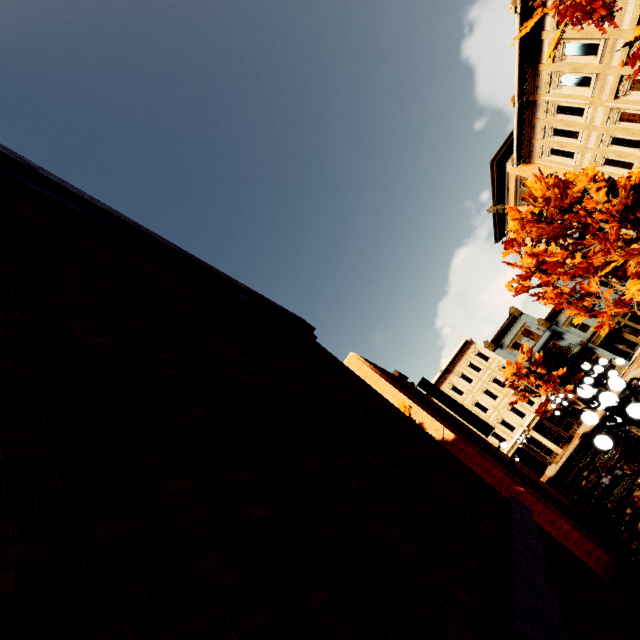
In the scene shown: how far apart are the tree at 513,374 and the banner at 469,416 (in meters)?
14.90

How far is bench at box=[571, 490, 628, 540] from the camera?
10.6m

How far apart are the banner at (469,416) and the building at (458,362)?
18.05m

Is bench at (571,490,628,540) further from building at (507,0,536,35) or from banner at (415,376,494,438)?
building at (507,0,536,35)

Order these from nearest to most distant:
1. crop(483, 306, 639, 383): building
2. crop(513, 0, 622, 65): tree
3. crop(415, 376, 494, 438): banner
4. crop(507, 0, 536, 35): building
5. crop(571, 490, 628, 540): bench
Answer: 1. crop(513, 0, 622, 65): tree
2. crop(571, 490, 628, 540): bench
3. crop(507, 0, 536, 35): building
4. crop(415, 376, 494, 438): banner
5. crop(483, 306, 639, 383): building

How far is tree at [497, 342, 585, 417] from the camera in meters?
30.5 m

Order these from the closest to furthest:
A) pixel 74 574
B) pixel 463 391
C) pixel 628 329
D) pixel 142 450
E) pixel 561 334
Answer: pixel 74 574, pixel 142 450, pixel 628 329, pixel 561 334, pixel 463 391

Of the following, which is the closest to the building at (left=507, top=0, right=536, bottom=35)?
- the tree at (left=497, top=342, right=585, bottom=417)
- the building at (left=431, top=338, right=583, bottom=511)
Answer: the tree at (left=497, top=342, right=585, bottom=417)
